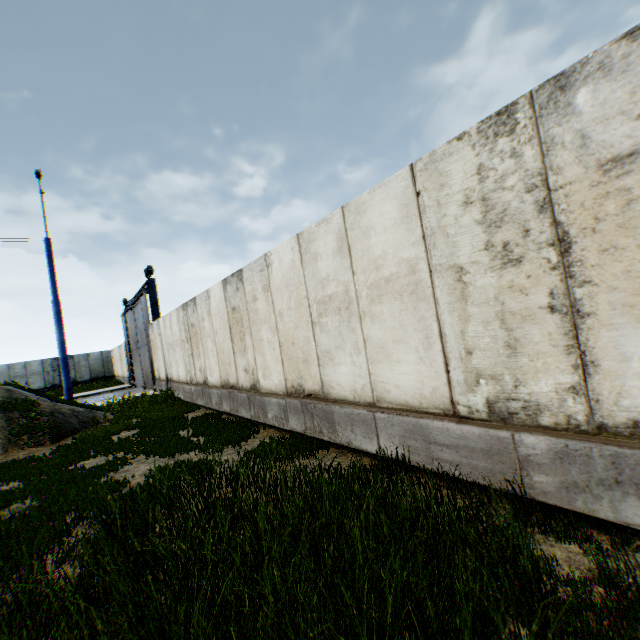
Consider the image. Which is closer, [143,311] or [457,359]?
[457,359]

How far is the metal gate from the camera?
17.5 meters

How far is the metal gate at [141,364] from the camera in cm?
1748
